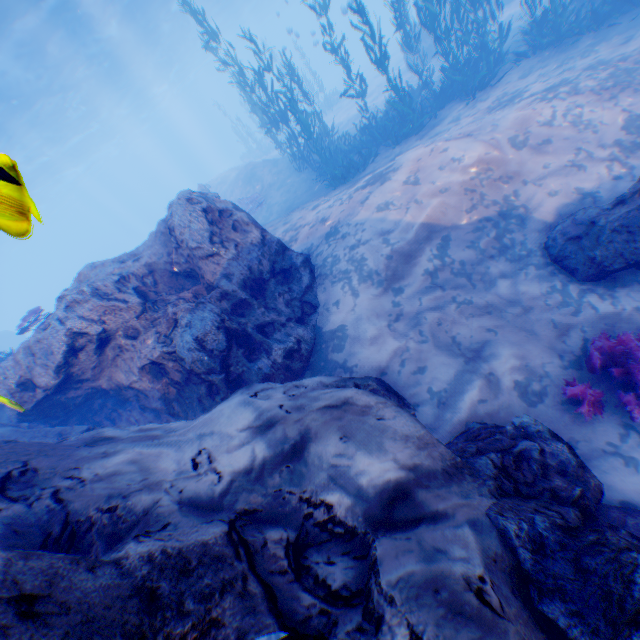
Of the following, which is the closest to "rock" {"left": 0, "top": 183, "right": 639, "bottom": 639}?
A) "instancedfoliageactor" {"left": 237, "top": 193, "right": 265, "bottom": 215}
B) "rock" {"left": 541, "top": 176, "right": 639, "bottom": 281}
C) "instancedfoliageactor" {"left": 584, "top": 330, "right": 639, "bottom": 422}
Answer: "instancedfoliageactor" {"left": 584, "top": 330, "right": 639, "bottom": 422}

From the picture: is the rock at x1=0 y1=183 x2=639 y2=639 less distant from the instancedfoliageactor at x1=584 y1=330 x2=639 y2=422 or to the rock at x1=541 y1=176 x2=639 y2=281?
the instancedfoliageactor at x1=584 y1=330 x2=639 y2=422

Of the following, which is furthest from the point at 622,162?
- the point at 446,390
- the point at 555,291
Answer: the point at 446,390

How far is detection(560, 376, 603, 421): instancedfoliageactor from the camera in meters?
4.1 m

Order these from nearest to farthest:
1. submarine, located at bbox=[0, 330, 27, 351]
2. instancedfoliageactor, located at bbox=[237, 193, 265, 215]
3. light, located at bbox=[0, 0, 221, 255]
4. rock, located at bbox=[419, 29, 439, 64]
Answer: light, located at bbox=[0, 0, 221, 255], instancedfoliageactor, located at bbox=[237, 193, 265, 215], rock, located at bbox=[419, 29, 439, 64], submarine, located at bbox=[0, 330, 27, 351]

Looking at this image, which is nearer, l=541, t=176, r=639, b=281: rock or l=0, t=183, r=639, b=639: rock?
l=0, t=183, r=639, b=639: rock

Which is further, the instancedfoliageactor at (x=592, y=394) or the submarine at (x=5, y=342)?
the submarine at (x=5, y=342)

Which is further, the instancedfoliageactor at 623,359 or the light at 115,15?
the light at 115,15
